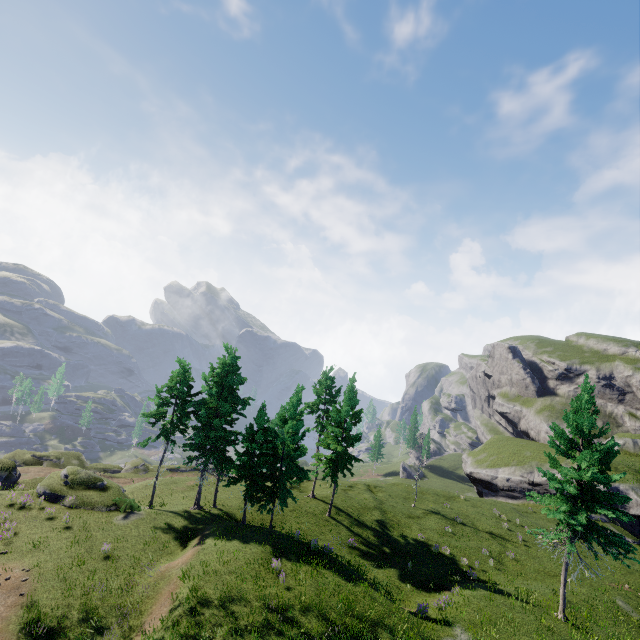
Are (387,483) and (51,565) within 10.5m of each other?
no
